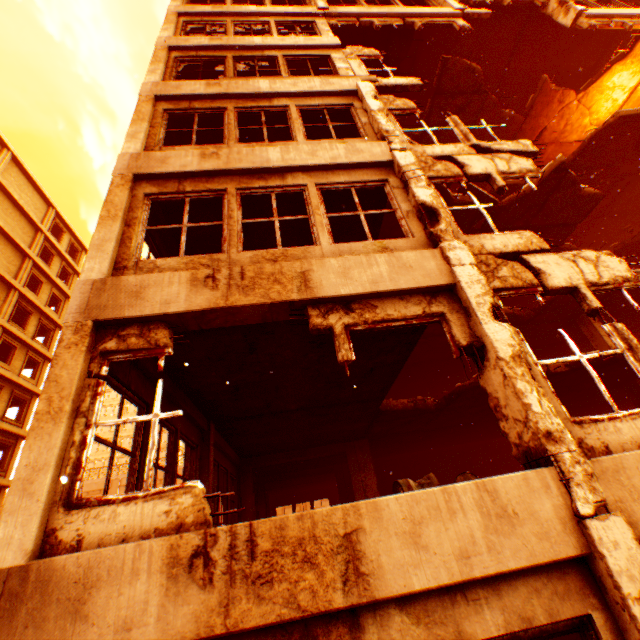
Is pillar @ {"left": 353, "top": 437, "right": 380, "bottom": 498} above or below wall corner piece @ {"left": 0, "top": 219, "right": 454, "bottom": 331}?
below

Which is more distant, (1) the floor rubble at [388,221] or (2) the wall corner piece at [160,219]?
(1) the floor rubble at [388,221]

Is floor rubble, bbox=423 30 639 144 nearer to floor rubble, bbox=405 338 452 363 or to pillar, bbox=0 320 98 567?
pillar, bbox=0 320 98 567

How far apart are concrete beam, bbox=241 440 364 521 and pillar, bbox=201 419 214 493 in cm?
455

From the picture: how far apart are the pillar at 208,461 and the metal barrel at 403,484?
4.0m

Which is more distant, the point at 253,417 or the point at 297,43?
the point at 297,43

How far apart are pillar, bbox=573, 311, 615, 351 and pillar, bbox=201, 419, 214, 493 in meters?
14.5 m

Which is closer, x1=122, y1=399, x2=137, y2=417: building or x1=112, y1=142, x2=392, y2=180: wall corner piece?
x1=112, y1=142, x2=392, y2=180: wall corner piece
